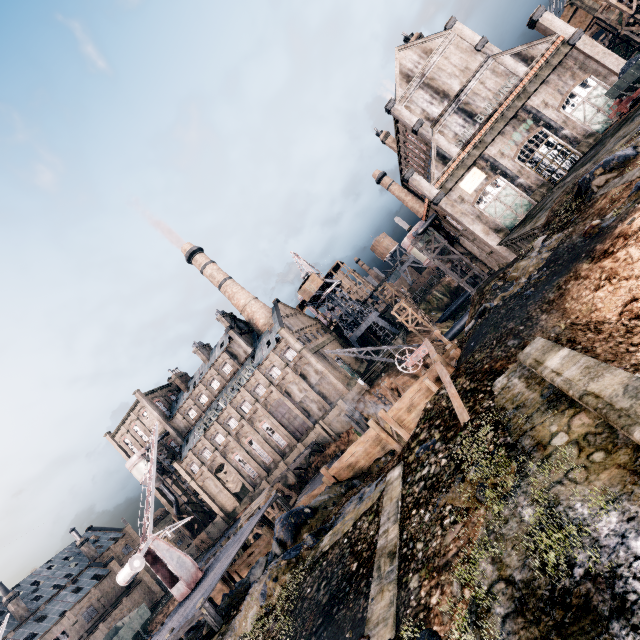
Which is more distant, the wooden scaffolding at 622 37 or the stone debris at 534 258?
the wooden scaffolding at 622 37

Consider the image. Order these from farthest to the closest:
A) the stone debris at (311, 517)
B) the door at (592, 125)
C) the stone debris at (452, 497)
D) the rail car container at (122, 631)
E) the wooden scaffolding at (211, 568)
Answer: the rail car container at (122, 631) → the door at (592, 125) → the wooden scaffolding at (211, 568) → the stone debris at (311, 517) → the stone debris at (452, 497)

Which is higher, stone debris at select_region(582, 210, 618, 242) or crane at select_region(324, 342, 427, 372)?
stone debris at select_region(582, 210, 618, 242)

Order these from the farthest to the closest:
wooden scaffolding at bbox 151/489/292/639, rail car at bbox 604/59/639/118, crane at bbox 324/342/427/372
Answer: crane at bbox 324/342/427/372
rail car at bbox 604/59/639/118
wooden scaffolding at bbox 151/489/292/639

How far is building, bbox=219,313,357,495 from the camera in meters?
53.8

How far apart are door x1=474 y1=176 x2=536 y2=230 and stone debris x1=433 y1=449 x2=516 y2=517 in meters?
35.6 m

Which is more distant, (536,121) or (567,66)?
(536,121)

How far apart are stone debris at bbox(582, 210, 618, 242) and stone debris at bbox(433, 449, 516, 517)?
10.65m
